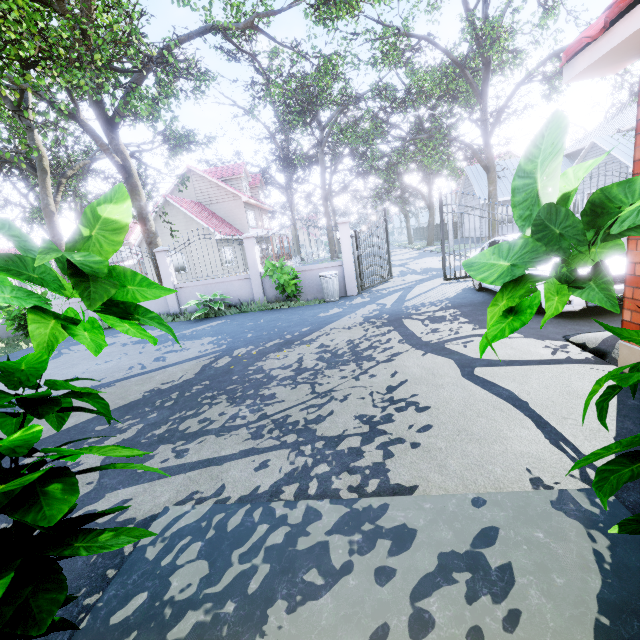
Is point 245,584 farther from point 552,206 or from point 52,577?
point 552,206

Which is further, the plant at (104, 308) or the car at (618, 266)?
the car at (618, 266)

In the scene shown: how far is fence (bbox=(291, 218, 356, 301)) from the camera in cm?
1069

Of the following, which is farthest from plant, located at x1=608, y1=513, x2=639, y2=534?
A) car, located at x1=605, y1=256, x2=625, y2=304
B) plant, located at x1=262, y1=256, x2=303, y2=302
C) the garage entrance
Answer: plant, located at x1=262, y1=256, x2=303, y2=302

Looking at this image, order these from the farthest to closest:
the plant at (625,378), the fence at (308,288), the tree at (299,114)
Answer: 1. the fence at (308,288)
2. the tree at (299,114)
3. the plant at (625,378)

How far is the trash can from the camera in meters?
10.3 m

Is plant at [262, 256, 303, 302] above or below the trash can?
above

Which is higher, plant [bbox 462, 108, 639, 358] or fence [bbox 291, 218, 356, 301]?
plant [bbox 462, 108, 639, 358]
